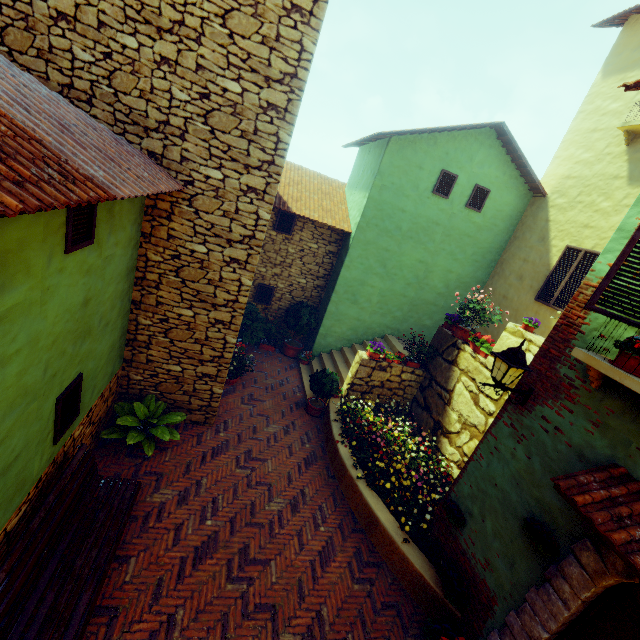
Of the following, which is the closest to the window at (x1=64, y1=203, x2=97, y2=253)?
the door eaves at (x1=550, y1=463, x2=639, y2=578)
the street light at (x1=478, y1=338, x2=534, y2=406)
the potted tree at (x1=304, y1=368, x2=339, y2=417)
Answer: the street light at (x1=478, y1=338, x2=534, y2=406)

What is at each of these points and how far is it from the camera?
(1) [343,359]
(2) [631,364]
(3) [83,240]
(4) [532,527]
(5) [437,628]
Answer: (1) stair, 10.88m
(2) flower pot, 3.20m
(3) window, 3.48m
(4) flower pot, 3.94m
(5) flower pot, 4.54m

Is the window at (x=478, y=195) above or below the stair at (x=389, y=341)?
above

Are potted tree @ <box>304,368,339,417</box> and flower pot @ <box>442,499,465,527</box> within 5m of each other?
yes

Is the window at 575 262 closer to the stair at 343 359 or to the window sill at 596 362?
→ the stair at 343 359

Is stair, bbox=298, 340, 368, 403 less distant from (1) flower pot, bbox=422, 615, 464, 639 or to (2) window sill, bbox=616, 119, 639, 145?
(1) flower pot, bbox=422, 615, 464, 639

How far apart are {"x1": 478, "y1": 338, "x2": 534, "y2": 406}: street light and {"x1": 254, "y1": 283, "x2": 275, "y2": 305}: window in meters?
7.8

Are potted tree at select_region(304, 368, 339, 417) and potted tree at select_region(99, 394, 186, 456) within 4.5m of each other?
yes
